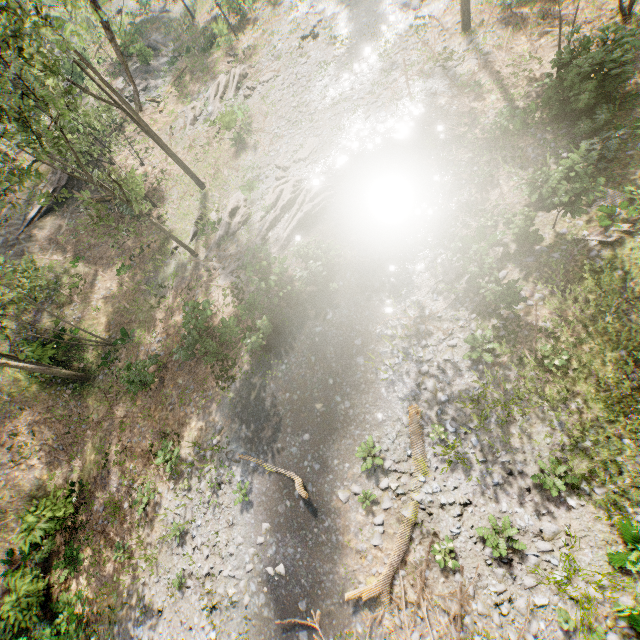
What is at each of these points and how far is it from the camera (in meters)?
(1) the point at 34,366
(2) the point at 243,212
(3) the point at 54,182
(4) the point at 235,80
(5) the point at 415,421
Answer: (1) foliage, 17.58
(2) foliage, 20.06
(3) ground embankment, 26.75
(4) foliage, 26.61
(5) foliage, 11.70

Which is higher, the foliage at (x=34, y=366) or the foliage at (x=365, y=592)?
the foliage at (x=34, y=366)

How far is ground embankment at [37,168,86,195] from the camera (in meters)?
26.56

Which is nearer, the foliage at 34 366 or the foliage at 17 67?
the foliage at 17 67

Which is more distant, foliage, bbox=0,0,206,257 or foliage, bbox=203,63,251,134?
foliage, bbox=203,63,251,134

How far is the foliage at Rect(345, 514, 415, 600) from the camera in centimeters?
1030cm
